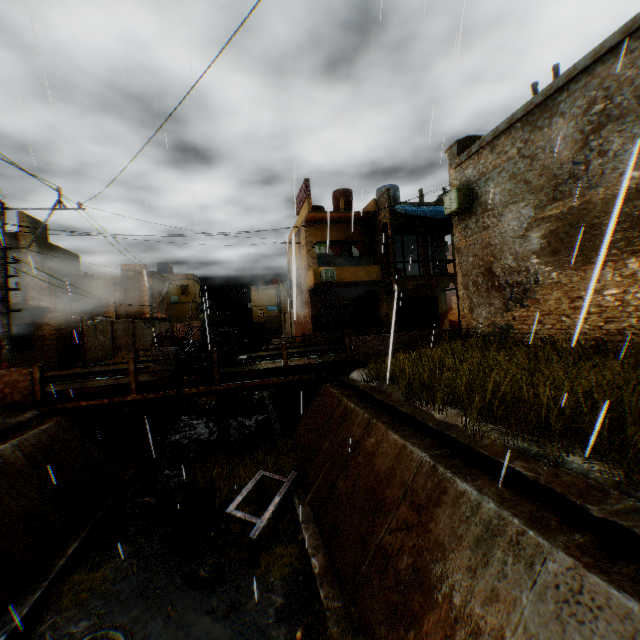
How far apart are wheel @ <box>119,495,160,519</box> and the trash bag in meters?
2.7 m

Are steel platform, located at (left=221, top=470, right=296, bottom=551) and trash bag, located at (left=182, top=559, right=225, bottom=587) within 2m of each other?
yes

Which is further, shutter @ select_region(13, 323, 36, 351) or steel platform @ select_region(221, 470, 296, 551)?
shutter @ select_region(13, 323, 36, 351)

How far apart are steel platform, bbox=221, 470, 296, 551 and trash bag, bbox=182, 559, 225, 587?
0.40m

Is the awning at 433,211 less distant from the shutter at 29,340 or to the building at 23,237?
the building at 23,237

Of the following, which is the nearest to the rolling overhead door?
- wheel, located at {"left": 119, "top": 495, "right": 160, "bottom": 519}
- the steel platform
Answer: the steel platform

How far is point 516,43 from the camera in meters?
8.7

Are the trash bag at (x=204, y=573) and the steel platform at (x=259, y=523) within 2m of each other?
yes
